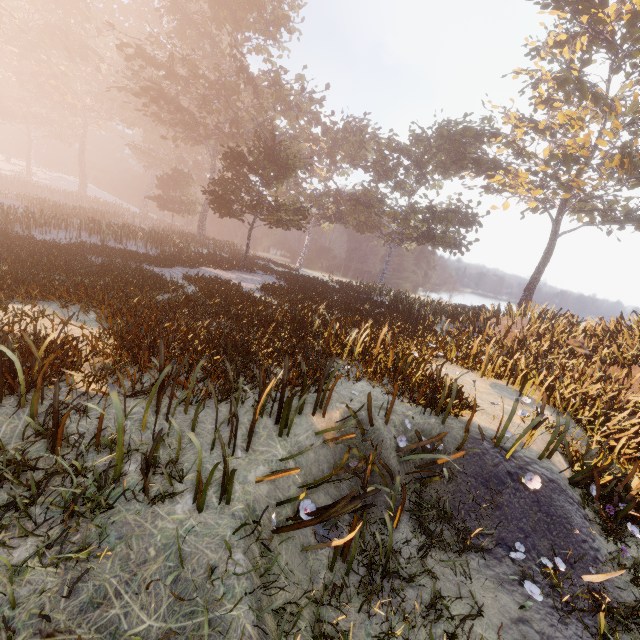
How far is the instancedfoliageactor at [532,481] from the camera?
5.4 meters

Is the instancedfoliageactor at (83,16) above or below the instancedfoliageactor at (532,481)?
above

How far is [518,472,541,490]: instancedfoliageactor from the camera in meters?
5.4

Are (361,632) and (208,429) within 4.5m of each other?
yes

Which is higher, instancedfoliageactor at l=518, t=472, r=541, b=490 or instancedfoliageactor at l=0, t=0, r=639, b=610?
instancedfoliageactor at l=0, t=0, r=639, b=610
